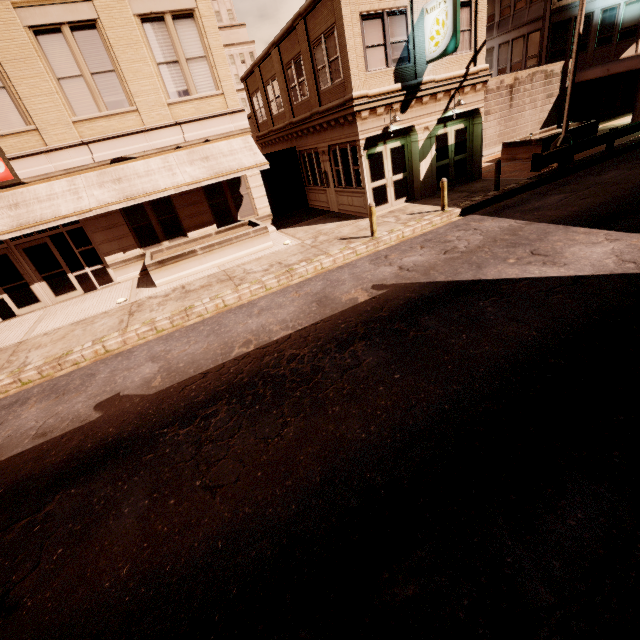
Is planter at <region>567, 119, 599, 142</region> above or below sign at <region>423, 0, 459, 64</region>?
below

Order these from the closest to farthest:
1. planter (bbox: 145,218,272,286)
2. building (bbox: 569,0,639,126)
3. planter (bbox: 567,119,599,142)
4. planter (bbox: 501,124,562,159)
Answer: planter (bbox: 145,218,272,286), planter (bbox: 501,124,562,159), planter (bbox: 567,119,599,142), building (bbox: 569,0,639,126)

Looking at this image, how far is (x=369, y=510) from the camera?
3.7 meters

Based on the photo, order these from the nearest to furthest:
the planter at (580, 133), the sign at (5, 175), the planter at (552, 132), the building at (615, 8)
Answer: the sign at (5, 175)
the planter at (552, 132)
the planter at (580, 133)
the building at (615, 8)

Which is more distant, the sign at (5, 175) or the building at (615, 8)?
the building at (615, 8)

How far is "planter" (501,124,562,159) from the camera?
17.86m

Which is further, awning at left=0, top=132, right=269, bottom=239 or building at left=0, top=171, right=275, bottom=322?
building at left=0, top=171, right=275, bottom=322

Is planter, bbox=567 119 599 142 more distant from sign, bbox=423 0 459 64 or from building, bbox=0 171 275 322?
building, bbox=0 171 275 322
